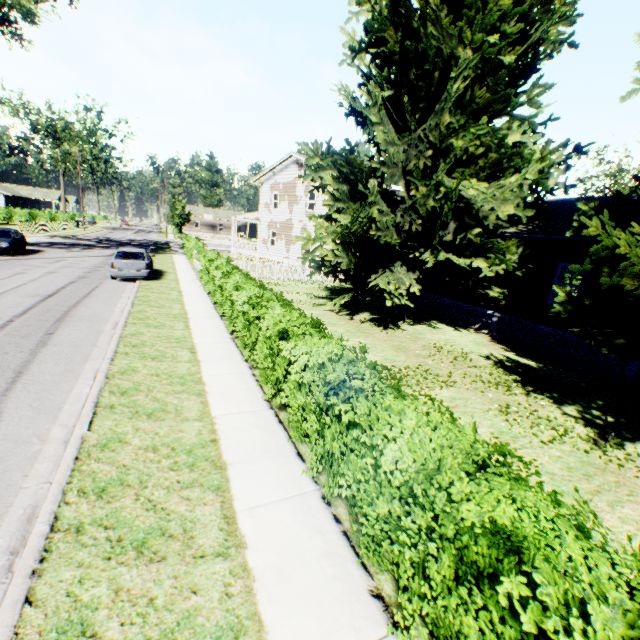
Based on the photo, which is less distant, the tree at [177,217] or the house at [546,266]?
the house at [546,266]

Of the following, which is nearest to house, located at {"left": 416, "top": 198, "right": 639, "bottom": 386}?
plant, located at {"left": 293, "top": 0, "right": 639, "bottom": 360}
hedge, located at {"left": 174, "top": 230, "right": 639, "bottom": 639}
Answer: plant, located at {"left": 293, "top": 0, "right": 639, "bottom": 360}

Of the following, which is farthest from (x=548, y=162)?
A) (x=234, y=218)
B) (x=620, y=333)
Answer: (x=234, y=218)

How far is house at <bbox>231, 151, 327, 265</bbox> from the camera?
27.77m

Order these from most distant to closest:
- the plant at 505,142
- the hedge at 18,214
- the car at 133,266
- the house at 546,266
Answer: the hedge at 18,214 → the car at 133,266 → the house at 546,266 → the plant at 505,142

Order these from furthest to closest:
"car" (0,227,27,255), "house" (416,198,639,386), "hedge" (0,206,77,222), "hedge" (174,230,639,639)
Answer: "hedge" (0,206,77,222)
"car" (0,227,27,255)
"house" (416,198,639,386)
"hedge" (174,230,639,639)

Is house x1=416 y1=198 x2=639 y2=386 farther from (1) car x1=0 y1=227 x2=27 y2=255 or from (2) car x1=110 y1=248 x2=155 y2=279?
(1) car x1=0 y1=227 x2=27 y2=255

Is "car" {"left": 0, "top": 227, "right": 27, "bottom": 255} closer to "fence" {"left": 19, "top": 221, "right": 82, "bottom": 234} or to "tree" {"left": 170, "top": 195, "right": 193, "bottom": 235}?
"fence" {"left": 19, "top": 221, "right": 82, "bottom": 234}
